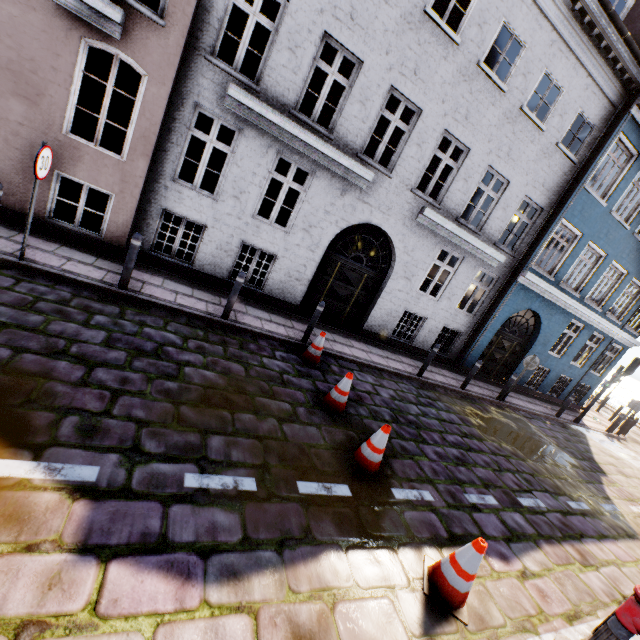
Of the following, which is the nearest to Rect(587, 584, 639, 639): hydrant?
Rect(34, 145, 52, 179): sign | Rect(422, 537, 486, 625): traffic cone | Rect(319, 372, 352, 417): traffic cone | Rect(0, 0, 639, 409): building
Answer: Rect(422, 537, 486, 625): traffic cone

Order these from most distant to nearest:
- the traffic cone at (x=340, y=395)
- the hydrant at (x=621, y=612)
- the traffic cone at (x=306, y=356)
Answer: the traffic cone at (x=306, y=356) < the traffic cone at (x=340, y=395) < the hydrant at (x=621, y=612)

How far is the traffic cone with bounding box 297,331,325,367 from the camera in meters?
7.2 m

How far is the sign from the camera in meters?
4.8

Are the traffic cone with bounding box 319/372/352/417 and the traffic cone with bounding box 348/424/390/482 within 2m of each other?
yes

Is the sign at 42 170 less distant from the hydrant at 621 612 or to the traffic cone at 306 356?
the traffic cone at 306 356

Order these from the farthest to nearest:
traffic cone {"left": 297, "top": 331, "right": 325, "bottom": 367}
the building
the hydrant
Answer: traffic cone {"left": 297, "top": 331, "right": 325, "bottom": 367}
the building
the hydrant

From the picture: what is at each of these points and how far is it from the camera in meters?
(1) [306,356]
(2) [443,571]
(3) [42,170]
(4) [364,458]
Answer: (1) traffic cone, 7.2 m
(2) traffic cone, 3.4 m
(3) sign, 5.0 m
(4) traffic cone, 4.6 m
